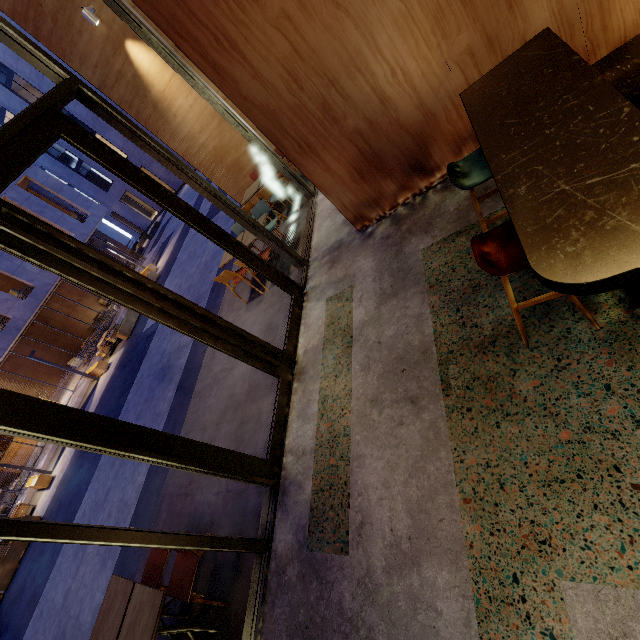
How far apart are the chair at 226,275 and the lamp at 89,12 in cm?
521

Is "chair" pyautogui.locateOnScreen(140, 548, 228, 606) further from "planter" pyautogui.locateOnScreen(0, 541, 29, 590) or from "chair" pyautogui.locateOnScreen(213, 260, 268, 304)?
"planter" pyautogui.locateOnScreen(0, 541, 29, 590)

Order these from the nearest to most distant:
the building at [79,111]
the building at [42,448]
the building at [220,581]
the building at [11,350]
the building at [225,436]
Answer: the building at [220,581]
the building at [225,436]
the building at [42,448]
the building at [11,350]
the building at [79,111]

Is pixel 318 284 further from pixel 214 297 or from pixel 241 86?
pixel 214 297

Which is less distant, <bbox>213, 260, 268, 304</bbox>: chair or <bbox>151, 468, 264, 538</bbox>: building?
<bbox>151, 468, 264, 538</bbox>: building

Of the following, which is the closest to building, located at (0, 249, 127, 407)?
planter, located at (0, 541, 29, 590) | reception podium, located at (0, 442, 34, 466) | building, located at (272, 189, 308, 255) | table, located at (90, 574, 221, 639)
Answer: reception podium, located at (0, 442, 34, 466)

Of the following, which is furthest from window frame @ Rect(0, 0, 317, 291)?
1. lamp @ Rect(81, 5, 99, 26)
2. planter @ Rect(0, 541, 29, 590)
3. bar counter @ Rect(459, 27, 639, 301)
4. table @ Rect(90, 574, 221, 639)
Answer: planter @ Rect(0, 541, 29, 590)

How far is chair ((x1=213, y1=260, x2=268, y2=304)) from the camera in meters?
5.8 m
